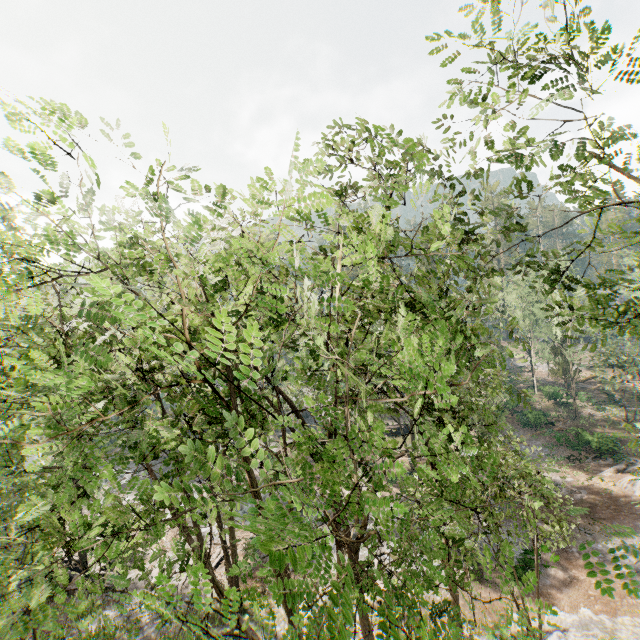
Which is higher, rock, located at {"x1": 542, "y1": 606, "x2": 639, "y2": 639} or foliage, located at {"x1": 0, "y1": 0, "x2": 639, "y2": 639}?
foliage, located at {"x1": 0, "y1": 0, "x2": 639, "y2": 639}

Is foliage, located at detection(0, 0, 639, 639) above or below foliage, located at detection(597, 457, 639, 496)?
above

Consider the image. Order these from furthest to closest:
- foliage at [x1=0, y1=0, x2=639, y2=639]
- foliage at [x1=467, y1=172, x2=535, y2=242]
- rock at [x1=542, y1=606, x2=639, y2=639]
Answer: rock at [x1=542, y1=606, x2=639, y2=639], foliage at [x1=467, y1=172, x2=535, y2=242], foliage at [x1=0, y1=0, x2=639, y2=639]

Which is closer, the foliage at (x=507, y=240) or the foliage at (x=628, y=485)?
the foliage at (x=507, y=240)

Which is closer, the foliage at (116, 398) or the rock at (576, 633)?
the foliage at (116, 398)

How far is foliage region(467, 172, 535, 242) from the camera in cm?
984

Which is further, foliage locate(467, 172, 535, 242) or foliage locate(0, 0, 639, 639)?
foliage locate(467, 172, 535, 242)

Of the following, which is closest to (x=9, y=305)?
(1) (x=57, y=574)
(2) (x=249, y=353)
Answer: (1) (x=57, y=574)
